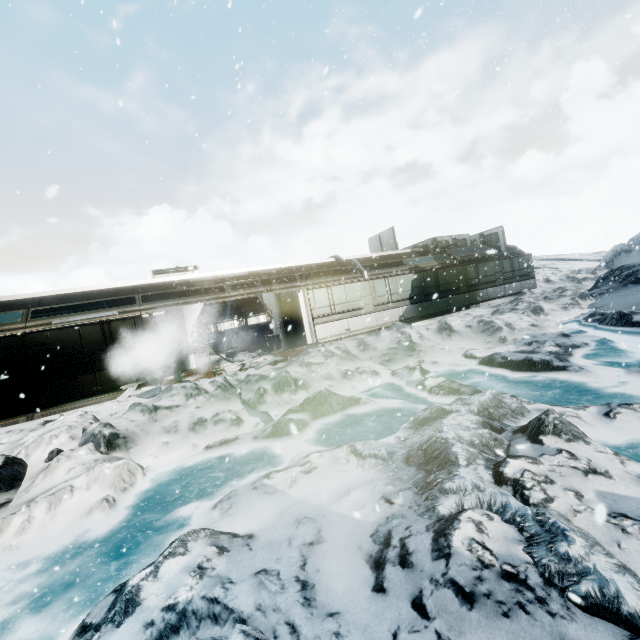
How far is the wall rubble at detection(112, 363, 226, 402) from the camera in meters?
11.1

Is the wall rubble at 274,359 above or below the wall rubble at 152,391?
above

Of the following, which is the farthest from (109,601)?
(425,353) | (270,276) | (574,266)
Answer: (574,266)

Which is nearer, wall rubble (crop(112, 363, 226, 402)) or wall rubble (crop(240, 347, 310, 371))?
wall rubble (crop(112, 363, 226, 402))

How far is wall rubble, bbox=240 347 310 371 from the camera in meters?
12.5

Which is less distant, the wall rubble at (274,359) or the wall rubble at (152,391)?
the wall rubble at (152,391)

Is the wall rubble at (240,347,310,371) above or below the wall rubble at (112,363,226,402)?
above
